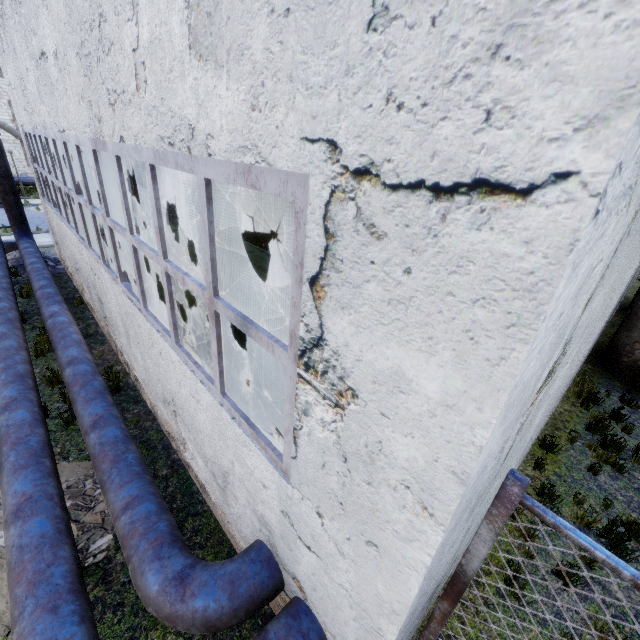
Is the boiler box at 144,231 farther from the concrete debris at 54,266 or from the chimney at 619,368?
the chimney at 619,368

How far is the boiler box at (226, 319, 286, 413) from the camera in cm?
583

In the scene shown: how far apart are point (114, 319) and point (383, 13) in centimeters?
813cm

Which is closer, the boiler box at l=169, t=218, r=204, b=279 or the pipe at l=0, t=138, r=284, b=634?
the pipe at l=0, t=138, r=284, b=634

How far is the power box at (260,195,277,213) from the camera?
20.23m

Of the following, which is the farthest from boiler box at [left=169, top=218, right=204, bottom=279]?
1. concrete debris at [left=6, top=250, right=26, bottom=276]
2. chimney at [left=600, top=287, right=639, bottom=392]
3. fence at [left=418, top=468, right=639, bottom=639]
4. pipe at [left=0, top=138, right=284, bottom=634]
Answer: chimney at [left=600, top=287, right=639, bottom=392]

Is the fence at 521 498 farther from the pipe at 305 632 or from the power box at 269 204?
the power box at 269 204
